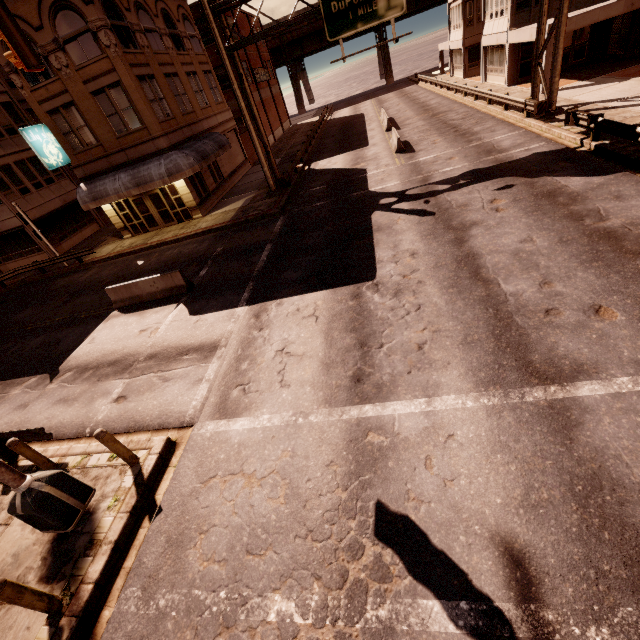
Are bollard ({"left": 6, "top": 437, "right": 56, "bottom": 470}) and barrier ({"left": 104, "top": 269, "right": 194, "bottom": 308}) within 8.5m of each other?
yes

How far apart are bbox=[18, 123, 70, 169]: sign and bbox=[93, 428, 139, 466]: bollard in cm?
2131

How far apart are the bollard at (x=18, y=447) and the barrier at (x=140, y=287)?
7.6 meters

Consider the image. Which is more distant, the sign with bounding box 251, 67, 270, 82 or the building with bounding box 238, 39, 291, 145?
the sign with bounding box 251, 67, 270, 82

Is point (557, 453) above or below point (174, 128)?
below

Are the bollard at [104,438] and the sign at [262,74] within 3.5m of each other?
no

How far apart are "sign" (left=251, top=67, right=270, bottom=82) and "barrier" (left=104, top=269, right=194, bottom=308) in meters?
38.1 m

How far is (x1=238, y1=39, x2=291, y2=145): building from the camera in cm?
3944
